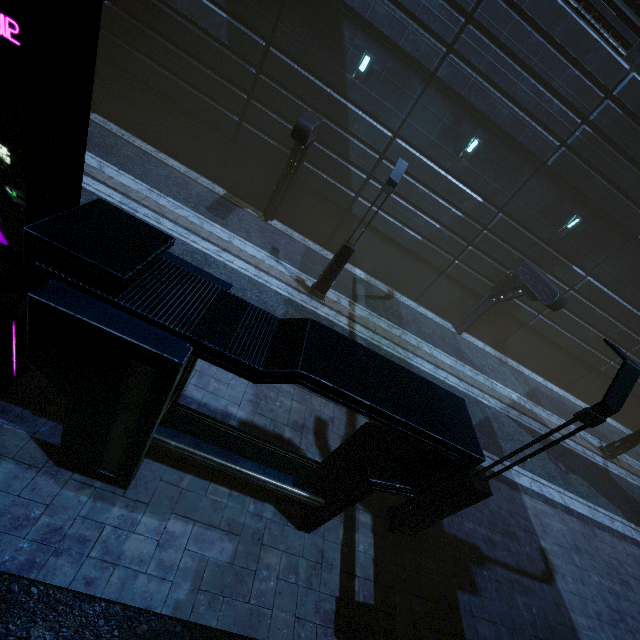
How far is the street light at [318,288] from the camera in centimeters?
1024cm

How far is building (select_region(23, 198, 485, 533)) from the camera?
3.4m

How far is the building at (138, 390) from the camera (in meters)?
3.35

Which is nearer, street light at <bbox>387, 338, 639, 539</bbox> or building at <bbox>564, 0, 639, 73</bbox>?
street light at <bbox>387, 338, 639, 539</bbox>

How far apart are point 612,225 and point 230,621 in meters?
20.0

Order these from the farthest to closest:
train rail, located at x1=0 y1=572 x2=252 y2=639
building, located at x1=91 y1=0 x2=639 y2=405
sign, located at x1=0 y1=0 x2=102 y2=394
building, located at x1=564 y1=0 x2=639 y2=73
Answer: building, located at x1=91 y1=0 x2=639 y2=405, building, located at x1=564 y1=0 x2=639 y2=73, train rail, located at x1=0 y1=572 x2=252 y2=639, sign, located at x1=0 y1=0 x2=102 y2=394

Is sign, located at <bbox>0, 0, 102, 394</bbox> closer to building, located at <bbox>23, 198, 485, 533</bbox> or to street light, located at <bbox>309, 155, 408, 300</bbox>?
building, located at <bbox>23, 198, 485, 533</bbox>
